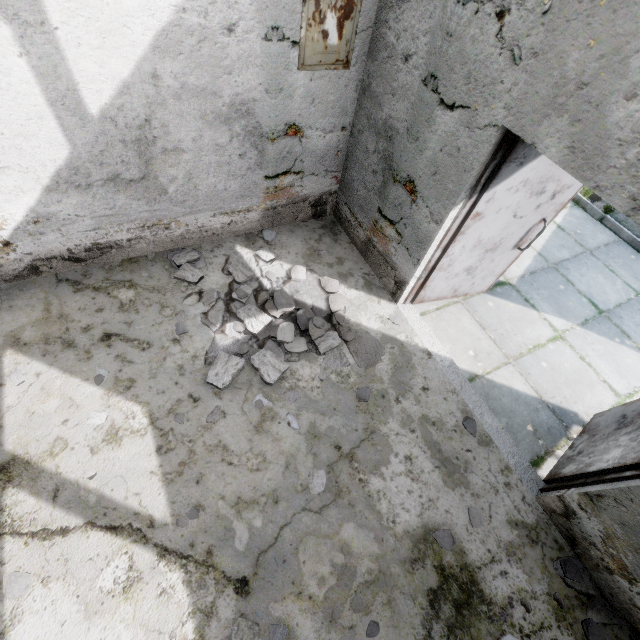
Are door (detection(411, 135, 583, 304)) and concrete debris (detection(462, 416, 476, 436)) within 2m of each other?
yes

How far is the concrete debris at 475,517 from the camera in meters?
2.8 m

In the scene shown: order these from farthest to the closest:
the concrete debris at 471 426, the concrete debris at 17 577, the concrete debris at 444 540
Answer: the concrete debris at 471 426 < the concrete debris at 444 540 < the concrete debris at 17 577

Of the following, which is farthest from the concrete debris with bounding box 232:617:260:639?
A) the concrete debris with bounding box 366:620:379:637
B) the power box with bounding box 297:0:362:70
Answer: the power box with bounding box 297:0:362:70

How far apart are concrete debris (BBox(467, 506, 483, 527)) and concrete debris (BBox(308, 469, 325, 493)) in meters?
1.3

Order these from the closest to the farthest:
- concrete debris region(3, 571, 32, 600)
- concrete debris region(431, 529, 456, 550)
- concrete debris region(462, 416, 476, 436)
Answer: concrete debris region(3, 571, 32, 600)
concrete debris region(431, 529, 456, 550)
concrete debris region(462, 416, 476, 436)

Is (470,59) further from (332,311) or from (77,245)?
(77,245)

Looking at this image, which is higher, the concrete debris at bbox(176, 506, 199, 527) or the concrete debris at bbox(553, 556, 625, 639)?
the concrete debris at bbox(176, 506, 199, 527)
